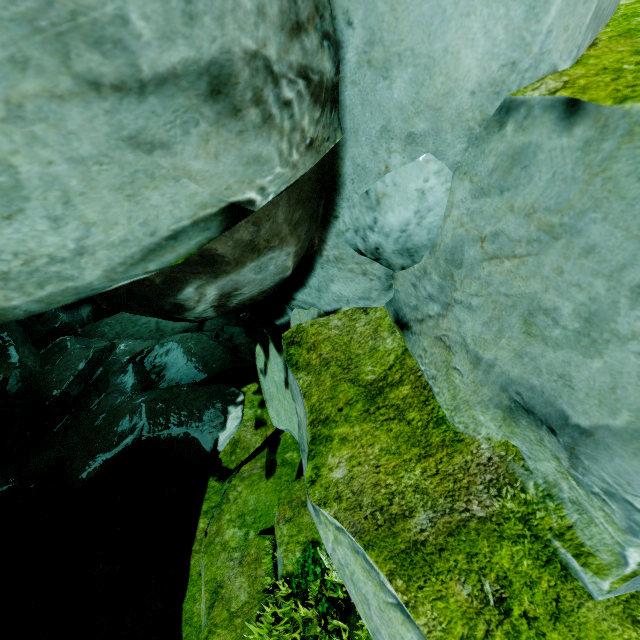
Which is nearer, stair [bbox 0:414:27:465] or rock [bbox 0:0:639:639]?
rock [bbox 0:0:639:639]

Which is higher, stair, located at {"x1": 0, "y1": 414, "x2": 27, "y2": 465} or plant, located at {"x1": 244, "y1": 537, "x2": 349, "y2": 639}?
plant, located at {"x1": 244, "y1": 537, "x2": 349, "y2": 639}

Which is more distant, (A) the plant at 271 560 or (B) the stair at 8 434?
(B) the stair at 8 434

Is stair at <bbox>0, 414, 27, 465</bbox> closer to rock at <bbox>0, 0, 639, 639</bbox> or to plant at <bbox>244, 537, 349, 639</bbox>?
rock at <bbox>0, 0, 639, 639</bbox>

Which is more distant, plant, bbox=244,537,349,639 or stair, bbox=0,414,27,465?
stair, bbox=0,414,27,465

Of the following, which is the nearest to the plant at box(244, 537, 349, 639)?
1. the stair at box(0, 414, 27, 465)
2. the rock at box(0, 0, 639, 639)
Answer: the rock at box(0, 0, 639, 639)

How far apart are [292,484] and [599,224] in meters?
5.9 m

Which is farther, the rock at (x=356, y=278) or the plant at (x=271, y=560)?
the plant at (x=271, y=560)
